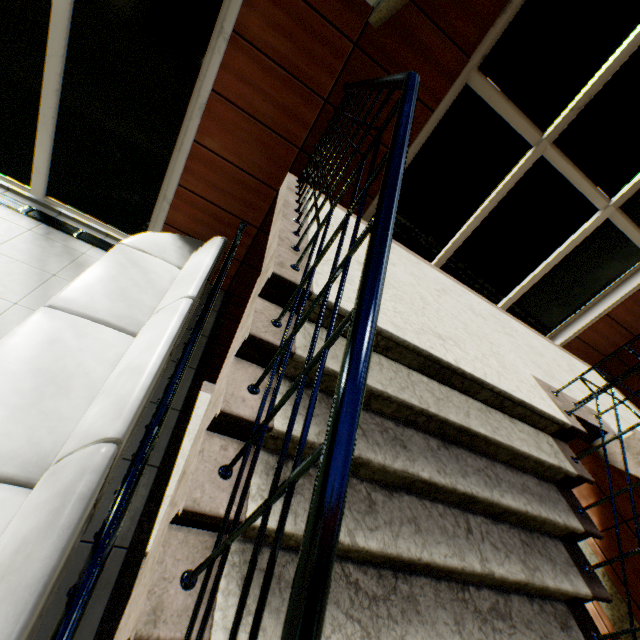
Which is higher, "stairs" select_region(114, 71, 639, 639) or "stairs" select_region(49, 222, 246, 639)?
"stairs" select_region(114, 71, 639, 639)

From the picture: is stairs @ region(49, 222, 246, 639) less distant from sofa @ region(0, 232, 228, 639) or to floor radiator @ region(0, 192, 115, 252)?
sofa @ region(0, 232, 228, 639)

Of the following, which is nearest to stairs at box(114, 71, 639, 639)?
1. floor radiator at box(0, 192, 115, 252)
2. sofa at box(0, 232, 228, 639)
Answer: sofa at box(0, 232, 228, 639)

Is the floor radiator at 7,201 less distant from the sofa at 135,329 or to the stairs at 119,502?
the sofa at 135,329

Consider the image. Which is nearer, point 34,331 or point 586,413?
point 34,331

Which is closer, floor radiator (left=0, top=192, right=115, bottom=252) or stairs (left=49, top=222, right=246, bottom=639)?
stairs (left=49, top=222, right=246, bottom=639)
